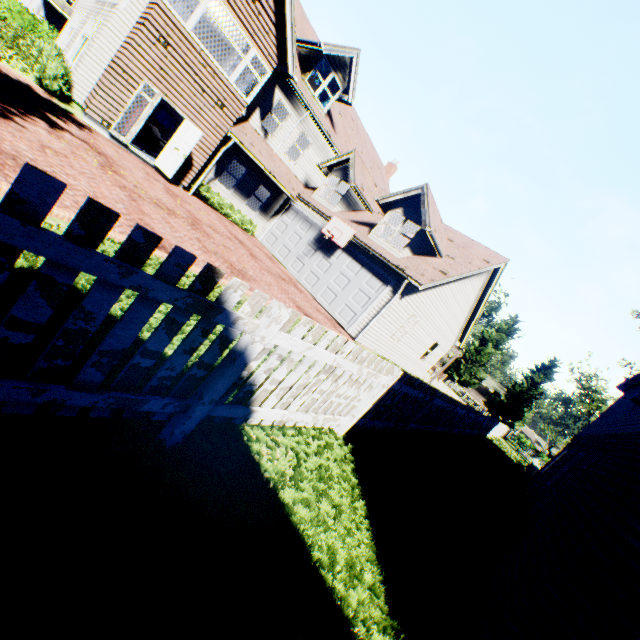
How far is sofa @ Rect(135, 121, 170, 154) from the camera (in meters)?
15.33

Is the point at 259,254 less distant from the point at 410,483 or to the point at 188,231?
the point at 188,231

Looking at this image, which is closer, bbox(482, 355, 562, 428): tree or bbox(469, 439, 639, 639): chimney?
bbox(469, 439, 639, 639): chimney

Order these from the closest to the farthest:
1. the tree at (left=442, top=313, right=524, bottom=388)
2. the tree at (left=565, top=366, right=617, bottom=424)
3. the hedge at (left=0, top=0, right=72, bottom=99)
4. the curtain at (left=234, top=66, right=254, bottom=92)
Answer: the hedge at (left=0, top=0, right=72, bottom=99)
the curtain at (left=234, top=66, right=254, bottom=92)
the tree at (left=442, top=313, right=524, bottom=388)
the tree at (left=565, top=366, right=617, bottom=424)

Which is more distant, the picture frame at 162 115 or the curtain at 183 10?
the picture frame at 162 115

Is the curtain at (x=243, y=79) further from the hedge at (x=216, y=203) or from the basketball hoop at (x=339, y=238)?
the basketball hoop at (x=339, y=238)

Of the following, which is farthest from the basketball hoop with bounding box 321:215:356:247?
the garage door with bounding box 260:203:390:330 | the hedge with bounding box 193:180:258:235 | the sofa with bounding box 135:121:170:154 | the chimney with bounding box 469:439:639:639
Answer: the chimney with bounding box 469:439:639:639

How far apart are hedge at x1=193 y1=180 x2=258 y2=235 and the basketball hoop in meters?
4.4 m
